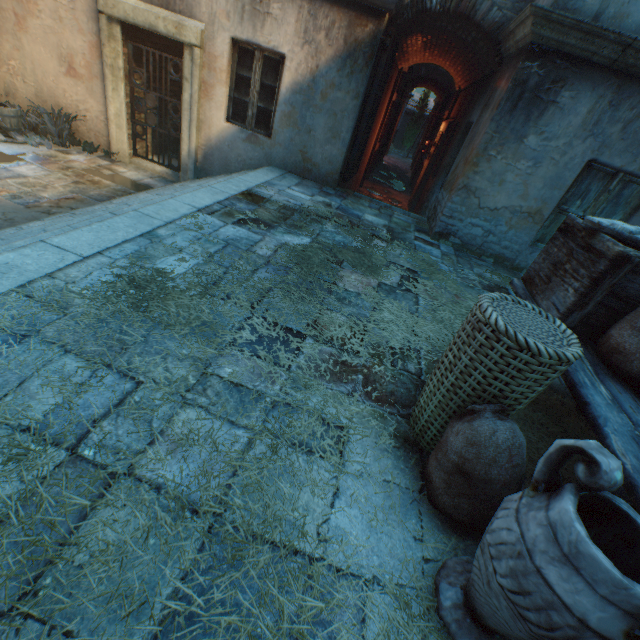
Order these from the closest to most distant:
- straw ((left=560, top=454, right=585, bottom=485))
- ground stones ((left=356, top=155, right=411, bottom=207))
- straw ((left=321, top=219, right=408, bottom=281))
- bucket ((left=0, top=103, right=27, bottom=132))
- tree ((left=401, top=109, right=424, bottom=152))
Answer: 1. straw ((left=560, top=454, right=585, bottom=485))
2. straw ((left=321, top=219, right=408, bottom=281))
3. bucket ((left=0, top=103, right=27, bottom=132))
4. ground stones ((left=356, top=155, right=411, bottom=207))
5. tree ((left=401, top=109, right=424, bottom=152))

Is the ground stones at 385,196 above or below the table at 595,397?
below

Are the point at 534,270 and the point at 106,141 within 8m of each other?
no

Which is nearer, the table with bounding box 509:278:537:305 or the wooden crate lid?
the wooden crate lid

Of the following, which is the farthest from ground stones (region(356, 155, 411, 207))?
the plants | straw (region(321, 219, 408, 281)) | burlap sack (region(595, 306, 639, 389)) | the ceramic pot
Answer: the ceramic pot

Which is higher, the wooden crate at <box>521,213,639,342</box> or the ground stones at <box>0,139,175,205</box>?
the wooden crate at <box>521,213,639,342</box>

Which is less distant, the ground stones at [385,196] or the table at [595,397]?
the table at [595,397]

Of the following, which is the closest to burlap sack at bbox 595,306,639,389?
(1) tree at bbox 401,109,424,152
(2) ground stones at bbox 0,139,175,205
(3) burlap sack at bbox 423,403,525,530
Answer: (3) burlap sack at bbox 423,403,525,530
